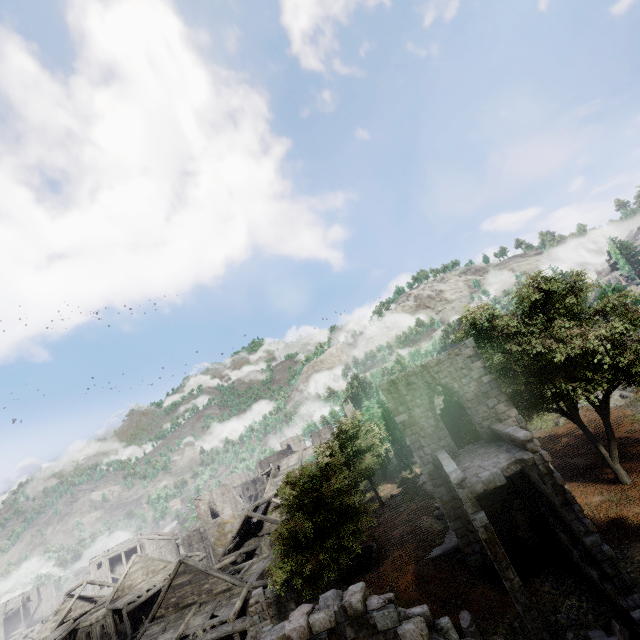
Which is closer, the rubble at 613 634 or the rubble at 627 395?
the rubble at 613 634

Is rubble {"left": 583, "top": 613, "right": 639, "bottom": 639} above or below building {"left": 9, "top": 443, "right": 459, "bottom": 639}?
below

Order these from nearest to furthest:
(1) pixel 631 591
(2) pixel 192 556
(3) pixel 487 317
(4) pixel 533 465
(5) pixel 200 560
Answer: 1. (1) pixel 631 591
2. (4) pixel 533 465
3. (3) pixel 487 317
4. (5) pixel 200 560
5. (2) pixel 192 556

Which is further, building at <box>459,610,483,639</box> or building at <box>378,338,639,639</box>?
building at <box>459,610,483,639</box>

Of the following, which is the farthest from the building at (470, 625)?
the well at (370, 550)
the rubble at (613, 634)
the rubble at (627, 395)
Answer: the rubble at (627, 395)

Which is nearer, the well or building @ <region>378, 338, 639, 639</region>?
building @ <region>378, 338, 639, 639</region>

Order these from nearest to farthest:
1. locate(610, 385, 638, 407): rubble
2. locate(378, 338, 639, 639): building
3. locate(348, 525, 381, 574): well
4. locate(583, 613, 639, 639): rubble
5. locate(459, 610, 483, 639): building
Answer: locate(583, 613, 639, 639): rubble, locate(378, 338, 639, 639): building, locate(459, 610, 483, 639): building, locate(348, 525, 381, 574): well, locate(610, 385, 638, 407): rubble

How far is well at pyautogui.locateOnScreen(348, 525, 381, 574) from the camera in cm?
2033
